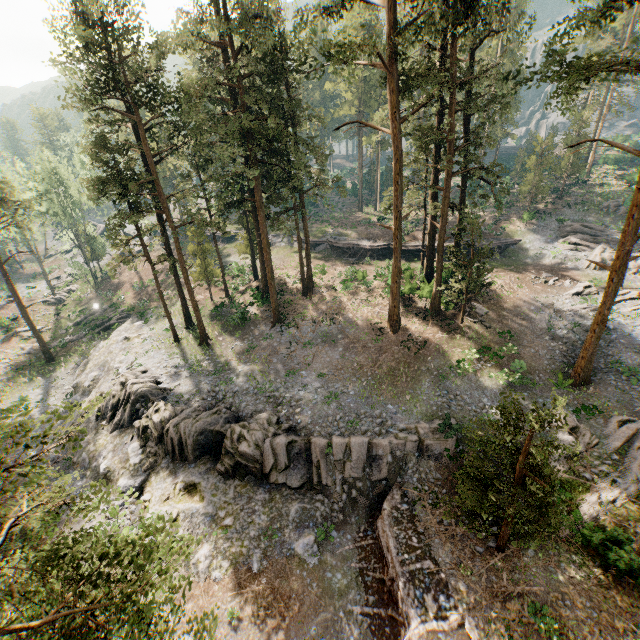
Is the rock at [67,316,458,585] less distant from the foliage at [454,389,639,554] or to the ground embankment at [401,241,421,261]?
the foliage at [454,389,639,554]

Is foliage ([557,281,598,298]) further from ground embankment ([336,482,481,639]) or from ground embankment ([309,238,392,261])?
Result: ground embankment ([309,238,392,261])

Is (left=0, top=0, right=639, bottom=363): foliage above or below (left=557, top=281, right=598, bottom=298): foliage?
above

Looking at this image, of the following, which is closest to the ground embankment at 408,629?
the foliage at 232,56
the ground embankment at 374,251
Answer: the foliage at 232,56

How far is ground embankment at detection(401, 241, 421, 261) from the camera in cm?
3972

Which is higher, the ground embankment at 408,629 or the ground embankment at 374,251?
the ground embankment at 374,251

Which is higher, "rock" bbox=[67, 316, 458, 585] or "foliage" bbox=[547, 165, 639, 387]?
"foliage" bbox=[547, 165, 639, 387]

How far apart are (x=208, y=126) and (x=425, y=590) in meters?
41.0
